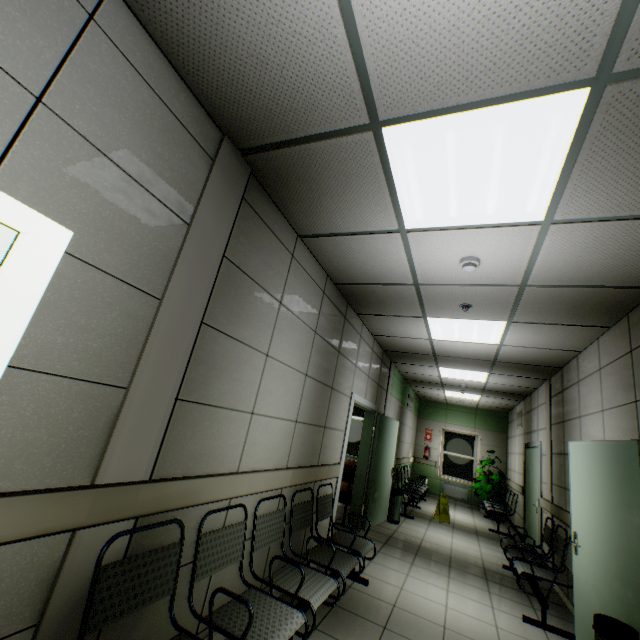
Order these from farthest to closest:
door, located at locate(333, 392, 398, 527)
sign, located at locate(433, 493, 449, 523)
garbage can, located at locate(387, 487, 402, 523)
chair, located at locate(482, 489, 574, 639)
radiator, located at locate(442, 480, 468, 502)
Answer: radiator, located at locate(442, 480, 468, 502)
sign, located at locate(433, 493, 449, 523)
garbage can, located at locate(387, 487, 402, 523)
door, located at locate(333, 392, 398, 527)
chair, located at locate(482, 489, 574, 639)

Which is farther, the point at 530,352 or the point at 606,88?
the point at 530,352

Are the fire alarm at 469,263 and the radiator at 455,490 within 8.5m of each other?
no

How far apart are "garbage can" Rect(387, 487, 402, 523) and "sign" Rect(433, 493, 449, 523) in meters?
1.6 m

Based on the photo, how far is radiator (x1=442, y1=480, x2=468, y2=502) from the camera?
10.8m

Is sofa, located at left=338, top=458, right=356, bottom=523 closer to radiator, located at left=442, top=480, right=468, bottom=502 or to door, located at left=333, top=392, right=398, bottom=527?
door, located at left=333, top=392, right=398, bottom=527

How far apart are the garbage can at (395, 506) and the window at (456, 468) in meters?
5.5 m

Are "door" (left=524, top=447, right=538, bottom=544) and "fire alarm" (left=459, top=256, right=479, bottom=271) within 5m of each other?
no
